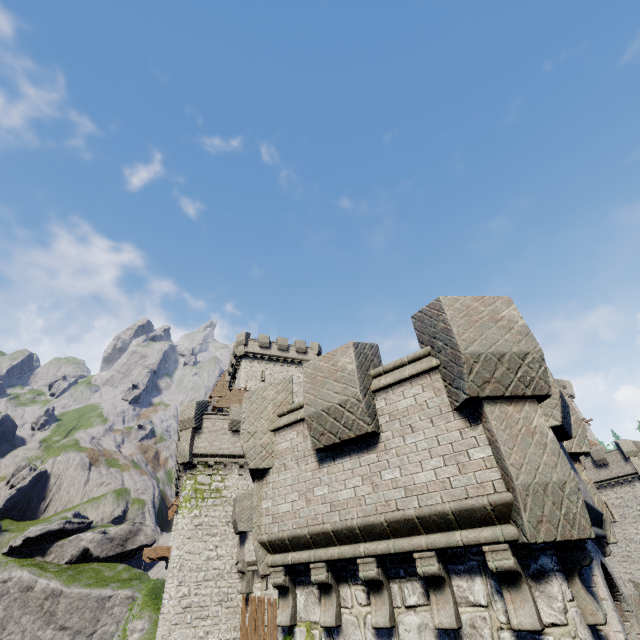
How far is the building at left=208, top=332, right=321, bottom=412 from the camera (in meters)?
37.95

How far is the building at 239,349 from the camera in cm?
3795

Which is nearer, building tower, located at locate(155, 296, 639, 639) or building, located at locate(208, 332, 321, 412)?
building tower, located at locate(155, 296, 639, 639)

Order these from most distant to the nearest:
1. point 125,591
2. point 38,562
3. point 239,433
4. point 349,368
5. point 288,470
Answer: point 38,562 < point 125,591 < point 239,433 < point 288,470 < point 349,368

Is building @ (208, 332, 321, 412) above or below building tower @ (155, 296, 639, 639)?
above

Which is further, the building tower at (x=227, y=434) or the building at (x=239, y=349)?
the building at (x=239, y=349)
